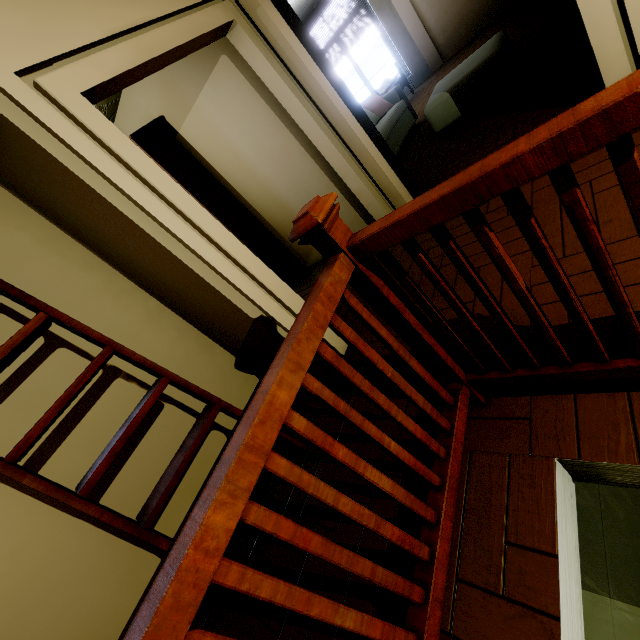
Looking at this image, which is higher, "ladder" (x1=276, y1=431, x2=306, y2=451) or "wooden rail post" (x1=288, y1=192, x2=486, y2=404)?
"wooden rail post" (x1=288, y1=192, x2=486, y2=404)

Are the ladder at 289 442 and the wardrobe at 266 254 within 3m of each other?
yes

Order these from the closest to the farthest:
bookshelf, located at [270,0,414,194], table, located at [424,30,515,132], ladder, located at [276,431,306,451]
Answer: ladder, located at [276,431,306,451]
bookshelf, located at [270,0,414,194]
table, located at [424,30,515,132]

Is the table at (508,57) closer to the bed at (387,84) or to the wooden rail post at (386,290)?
the bed at (387,84)

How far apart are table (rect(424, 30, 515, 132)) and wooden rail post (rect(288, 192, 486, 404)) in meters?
3.8

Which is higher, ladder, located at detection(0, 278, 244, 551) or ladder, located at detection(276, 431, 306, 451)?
ladder, located at detection(0, 278, 244, 551)

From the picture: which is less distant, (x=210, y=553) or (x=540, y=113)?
(x=210, y=553)

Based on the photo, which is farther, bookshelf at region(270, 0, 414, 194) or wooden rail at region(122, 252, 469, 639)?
bookshelf at region(270, 0, 414, 194)
